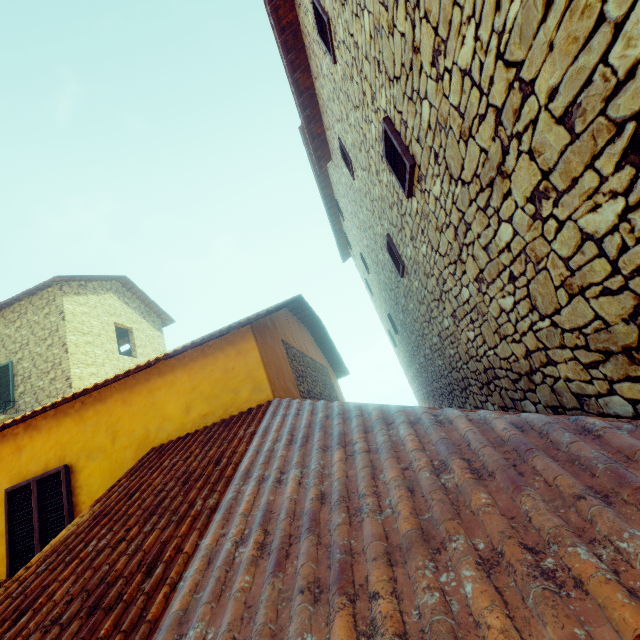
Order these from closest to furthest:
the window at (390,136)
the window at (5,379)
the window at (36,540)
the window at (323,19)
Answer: the window at (390,136) < the window at (323,19) < the window at (36,540) < the window at (5,379)

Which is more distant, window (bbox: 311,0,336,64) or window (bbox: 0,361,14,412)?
window (bbox: 0,361,14,412)

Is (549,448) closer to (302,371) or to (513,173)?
(513,173)

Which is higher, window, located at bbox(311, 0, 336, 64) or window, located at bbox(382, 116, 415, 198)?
window, located at bbox(311, 0, 336, 64)

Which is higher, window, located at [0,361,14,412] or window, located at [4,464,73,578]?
window, located at [0,361,14,412]

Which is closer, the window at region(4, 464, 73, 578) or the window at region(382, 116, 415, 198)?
the window at region(382, 116, 415, 198)

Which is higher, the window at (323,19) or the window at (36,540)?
the window at (323,19)
